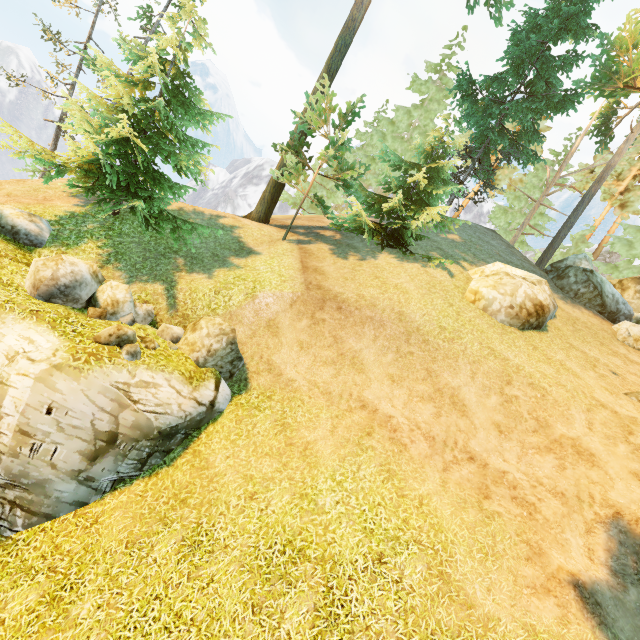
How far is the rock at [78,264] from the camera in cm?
952

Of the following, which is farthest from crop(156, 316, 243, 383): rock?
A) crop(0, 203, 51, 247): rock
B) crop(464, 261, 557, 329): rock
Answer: crop(464, 261, 557, 329): rock

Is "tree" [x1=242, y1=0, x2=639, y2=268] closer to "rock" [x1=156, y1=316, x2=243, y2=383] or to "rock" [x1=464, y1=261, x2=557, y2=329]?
"rock" [x1=156, y1=316, x2=243, y2=383]

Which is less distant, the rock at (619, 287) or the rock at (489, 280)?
the rock at (489, 280)

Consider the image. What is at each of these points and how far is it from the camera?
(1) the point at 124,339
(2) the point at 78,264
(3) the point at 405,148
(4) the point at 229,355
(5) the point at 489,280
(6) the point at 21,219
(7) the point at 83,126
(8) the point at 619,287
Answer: (1) rock, 9.1m
(2) rock, 10.2m
(3) tree, 29.4m
(4) rock, 11.4m
(5) rock, 15.1m
(6) rock, 12.0m
(7) tree, 11.8m
(8) rock, 21.6m

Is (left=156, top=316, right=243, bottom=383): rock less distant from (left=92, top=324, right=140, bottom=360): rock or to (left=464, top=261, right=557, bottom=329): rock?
(left=92, top=324, right=140, bottom=360): rock

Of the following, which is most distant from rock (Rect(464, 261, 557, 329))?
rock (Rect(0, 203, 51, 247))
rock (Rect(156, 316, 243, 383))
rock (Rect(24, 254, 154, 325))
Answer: rock (Rect(0, 203, 51, 247))

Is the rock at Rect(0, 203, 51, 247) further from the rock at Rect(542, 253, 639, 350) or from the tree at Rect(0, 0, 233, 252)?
the rock at Rect(542, 253, 639, 350)
